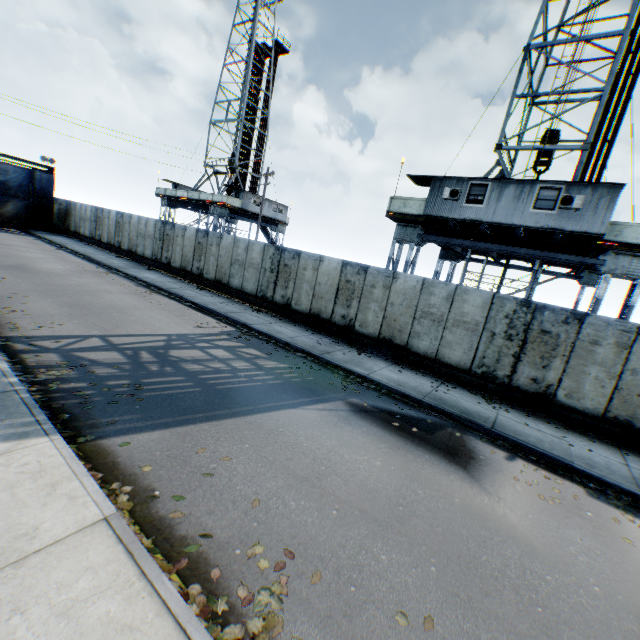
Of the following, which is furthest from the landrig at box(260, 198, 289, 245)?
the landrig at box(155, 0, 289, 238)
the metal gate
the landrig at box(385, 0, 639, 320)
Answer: the landrig at box(385, 0, 639, 320)

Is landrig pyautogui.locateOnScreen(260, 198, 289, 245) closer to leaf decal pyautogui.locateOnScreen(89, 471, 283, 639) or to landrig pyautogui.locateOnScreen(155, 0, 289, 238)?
landrig pyautogui.locateOnScreen(155, 0, 289, 238)

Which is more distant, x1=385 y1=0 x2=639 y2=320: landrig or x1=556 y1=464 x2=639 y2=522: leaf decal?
x1=385 y1=0 x2=639 y2=320: landrig

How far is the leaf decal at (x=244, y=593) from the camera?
3.34m

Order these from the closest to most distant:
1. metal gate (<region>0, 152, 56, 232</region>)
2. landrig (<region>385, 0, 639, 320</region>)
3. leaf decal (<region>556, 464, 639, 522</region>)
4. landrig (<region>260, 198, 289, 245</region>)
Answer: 1. leaf decal (<region>556, 464, 639, 522</region>)
2. landrig (<region>385, 0, 639, 320</region>)
3. metal gate (<region>0, 152, 56, 232</region>)
4. landrig (<region>260, 198, 289, 245</region>)

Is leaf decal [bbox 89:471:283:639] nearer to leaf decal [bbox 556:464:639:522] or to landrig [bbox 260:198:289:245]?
leaf decal [bbox 556:464:639:522]

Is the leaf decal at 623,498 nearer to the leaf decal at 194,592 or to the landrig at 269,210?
the leaf decal at 194,592

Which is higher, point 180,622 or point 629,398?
point 629,398
